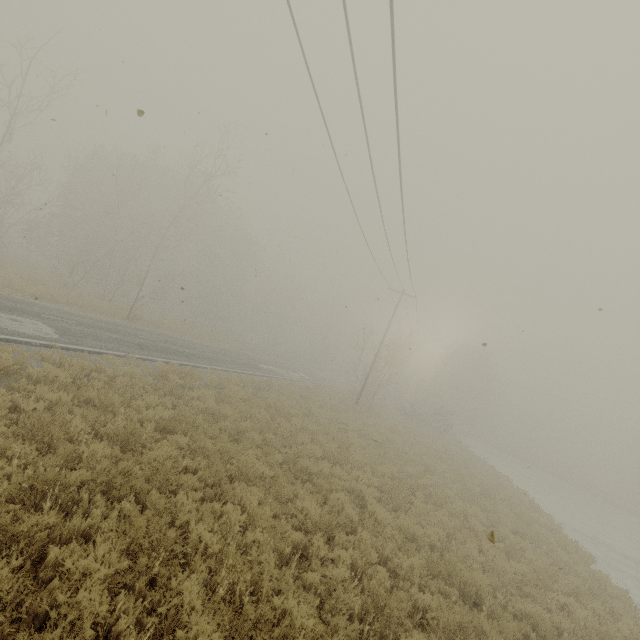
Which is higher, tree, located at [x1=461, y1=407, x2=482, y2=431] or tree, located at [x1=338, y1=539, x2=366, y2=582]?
tree, located at [x1=461, y1=407, x2=482, y2=431]

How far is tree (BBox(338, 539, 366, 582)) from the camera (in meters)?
6.01

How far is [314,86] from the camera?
9.1 meters

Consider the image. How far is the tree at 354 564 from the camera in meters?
6.0

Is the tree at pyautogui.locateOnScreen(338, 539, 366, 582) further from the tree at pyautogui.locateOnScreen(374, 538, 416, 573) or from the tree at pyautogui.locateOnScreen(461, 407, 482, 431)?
the tree at pyautogui.locateOnScreen(461, 407, 482, 431)

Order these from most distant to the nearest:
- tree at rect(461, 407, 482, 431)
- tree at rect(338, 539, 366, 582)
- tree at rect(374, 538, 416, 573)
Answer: tree at rect(461, 407, 482, 431) → tree at rect(374, 538, 416, 573) → tree at rect(338, 539, 366, 582)

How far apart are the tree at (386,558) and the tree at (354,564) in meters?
1.0
